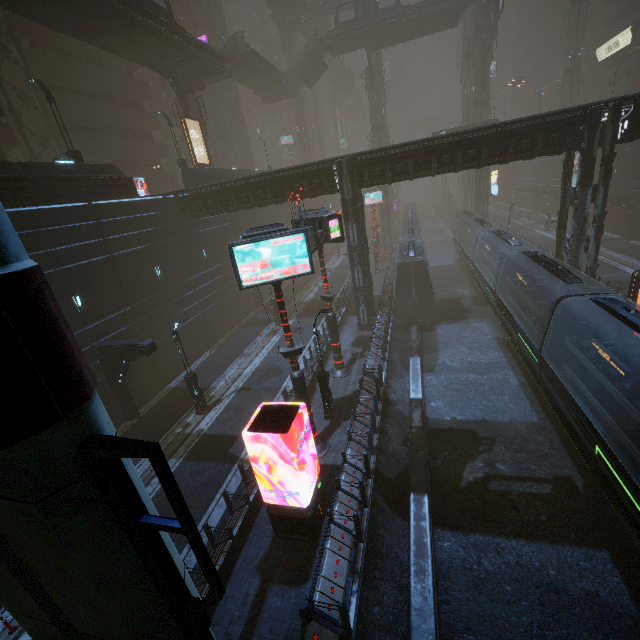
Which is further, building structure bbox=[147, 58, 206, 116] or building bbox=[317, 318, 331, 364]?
building structure bbox=[147, 58, 206, 116]

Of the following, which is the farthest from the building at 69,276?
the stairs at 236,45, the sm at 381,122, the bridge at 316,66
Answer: the bridge at 316,66

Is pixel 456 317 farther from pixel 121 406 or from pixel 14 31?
pixel 14 31

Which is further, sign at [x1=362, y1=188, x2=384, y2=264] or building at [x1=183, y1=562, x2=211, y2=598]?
sign at [x1=362, y1=188, x2=384, y2=264]

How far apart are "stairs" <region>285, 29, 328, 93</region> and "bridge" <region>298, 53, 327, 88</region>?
0.01m

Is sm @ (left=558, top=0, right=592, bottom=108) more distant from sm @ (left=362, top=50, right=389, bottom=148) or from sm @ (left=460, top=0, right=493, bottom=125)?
sm @ (left=362, top=50, right=389, bottom=148)

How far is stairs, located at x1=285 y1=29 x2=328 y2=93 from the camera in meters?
45.7

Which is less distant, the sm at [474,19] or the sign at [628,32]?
the sm at [474,19]
